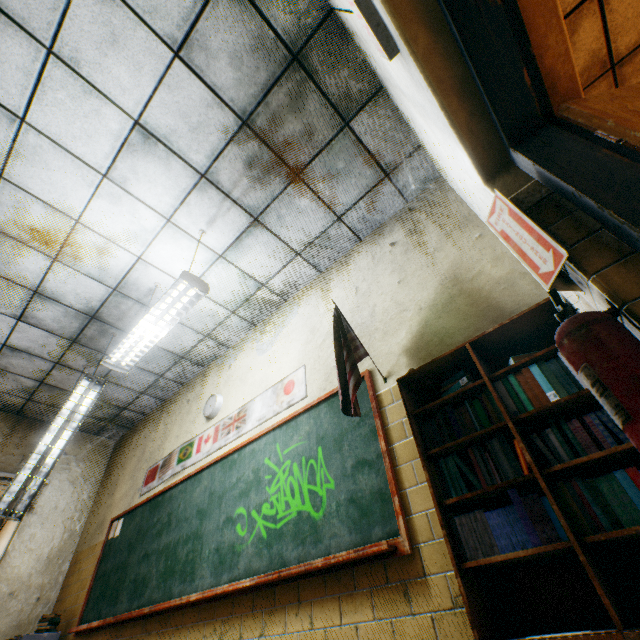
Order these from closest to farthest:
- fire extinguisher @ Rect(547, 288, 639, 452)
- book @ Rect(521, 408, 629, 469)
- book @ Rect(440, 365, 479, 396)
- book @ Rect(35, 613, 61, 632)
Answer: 1. fire extinguisher @ Rect(547, 288, 639, 452)
2. book @ Rect(521, 408, 629, 469)
3. book @ Rect(440, 365, 479, 396)
4. book @ Rect(35, 613, 61, 632)

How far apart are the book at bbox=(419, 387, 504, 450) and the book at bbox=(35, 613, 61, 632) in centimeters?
576cm

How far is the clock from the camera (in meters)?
4.28

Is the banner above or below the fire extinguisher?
above

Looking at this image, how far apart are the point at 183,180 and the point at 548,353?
3.4m

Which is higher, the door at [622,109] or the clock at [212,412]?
the clock at [212,412]

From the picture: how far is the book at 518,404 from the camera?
1.5 meters

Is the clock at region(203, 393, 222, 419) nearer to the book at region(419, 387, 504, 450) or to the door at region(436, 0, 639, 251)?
the book at region(419, 387, 504, 450)
